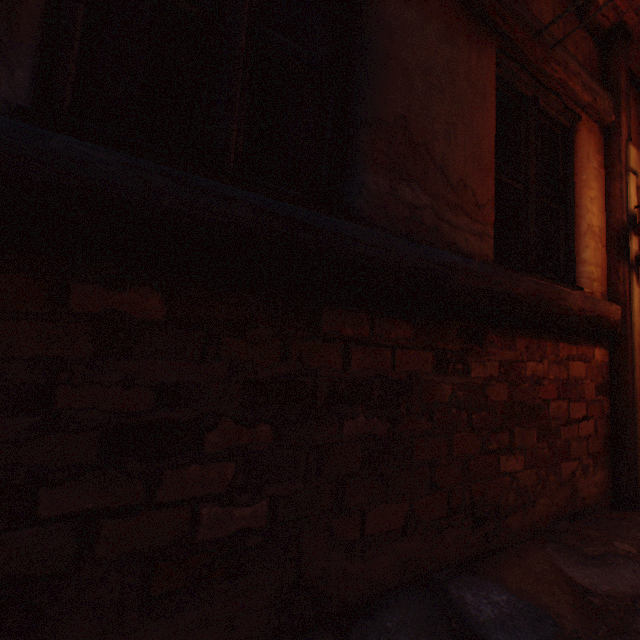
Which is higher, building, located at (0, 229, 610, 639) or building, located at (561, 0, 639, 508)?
building, located at (561, 0, 639, 508)

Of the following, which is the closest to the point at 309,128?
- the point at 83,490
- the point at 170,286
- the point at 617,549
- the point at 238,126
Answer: the point at 238,126

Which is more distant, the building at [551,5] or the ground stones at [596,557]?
the building at [551,5]

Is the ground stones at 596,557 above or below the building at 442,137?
below

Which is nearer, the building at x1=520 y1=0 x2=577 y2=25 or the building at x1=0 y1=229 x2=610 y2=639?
the building at x1=0 y1=229 x2=610 y2=639

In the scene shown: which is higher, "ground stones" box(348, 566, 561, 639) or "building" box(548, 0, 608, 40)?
"building" box(548, 0, 608, 40)
